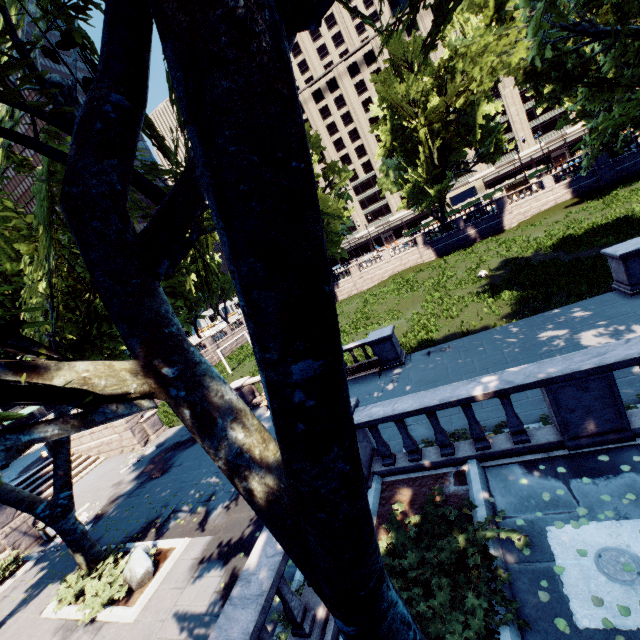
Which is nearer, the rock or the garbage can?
the rock

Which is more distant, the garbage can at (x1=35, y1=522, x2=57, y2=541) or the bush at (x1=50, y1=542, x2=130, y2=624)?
the garbage can at (x1=35, y1=522, x2=57, y2=541)

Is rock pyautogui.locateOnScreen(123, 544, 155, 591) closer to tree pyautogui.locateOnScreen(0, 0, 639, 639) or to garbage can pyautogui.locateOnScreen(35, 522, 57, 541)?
tree pyautogui.locateOnScreen(0, 0, 639, 639)

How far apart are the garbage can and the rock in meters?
9.0

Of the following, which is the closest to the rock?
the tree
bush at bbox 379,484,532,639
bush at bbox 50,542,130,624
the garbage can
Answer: bush at bbox 50,542,130,624

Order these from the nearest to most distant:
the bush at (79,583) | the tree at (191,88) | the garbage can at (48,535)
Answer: the tree at (191,88) → the bush at (79,583) → the garbage can at (48,535)

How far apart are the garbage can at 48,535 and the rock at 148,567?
9.0m

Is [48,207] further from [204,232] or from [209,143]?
[209,143]
